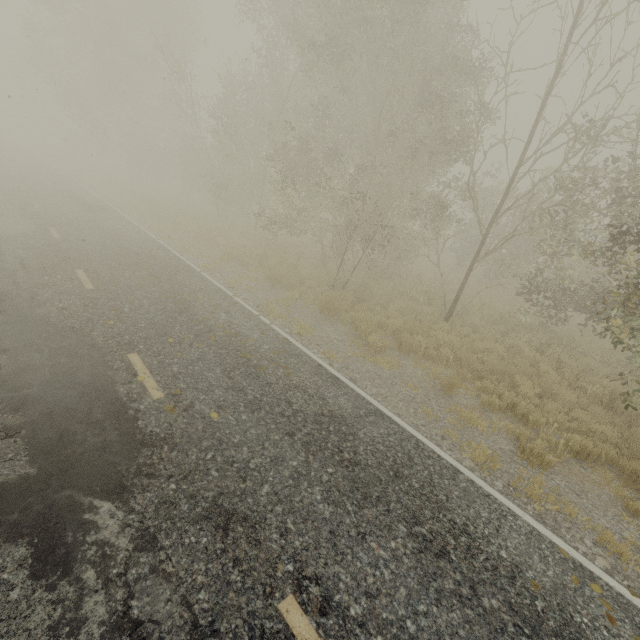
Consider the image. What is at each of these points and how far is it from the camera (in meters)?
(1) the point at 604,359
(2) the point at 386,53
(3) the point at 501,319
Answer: (1) tree, 11.68
(2) tree, 11.17
(3) tree, 13.68

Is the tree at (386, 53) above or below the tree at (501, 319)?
above

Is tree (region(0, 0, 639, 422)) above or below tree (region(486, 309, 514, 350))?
above

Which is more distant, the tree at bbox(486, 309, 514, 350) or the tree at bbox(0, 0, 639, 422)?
the tree at bbox(486, 309, 514, 350)

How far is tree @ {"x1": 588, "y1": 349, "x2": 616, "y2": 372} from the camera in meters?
10.9 m

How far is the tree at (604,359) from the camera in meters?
10.9
